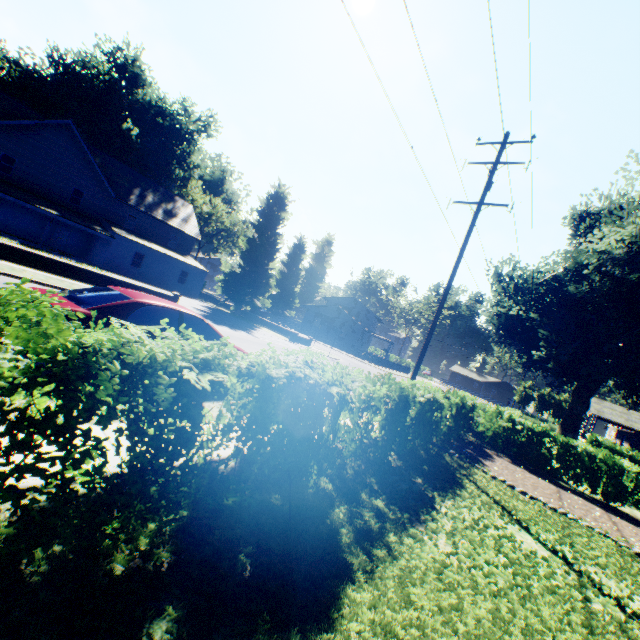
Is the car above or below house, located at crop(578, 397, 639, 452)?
below

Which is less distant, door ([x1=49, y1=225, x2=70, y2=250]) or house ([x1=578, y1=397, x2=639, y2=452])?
door ([x1=49, y1=225, x2=70, y2=250])

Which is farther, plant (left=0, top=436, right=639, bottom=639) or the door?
the door

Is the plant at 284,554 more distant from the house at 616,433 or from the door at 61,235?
the door at 61,235

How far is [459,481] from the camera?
7.7m

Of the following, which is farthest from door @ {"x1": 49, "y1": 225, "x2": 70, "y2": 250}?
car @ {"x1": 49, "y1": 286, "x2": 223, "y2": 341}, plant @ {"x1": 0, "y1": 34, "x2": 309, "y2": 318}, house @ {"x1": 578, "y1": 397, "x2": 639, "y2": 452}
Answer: house @ {"x1": 578, "y1": 397, "x2": 639, "y2": 452}

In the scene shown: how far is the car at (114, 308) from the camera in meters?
5.2

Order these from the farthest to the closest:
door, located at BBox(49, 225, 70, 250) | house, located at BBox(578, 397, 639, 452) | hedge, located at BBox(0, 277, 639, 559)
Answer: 1. house, located at BBox(578, 397, 639, 452)
2. door, located at BBox(49, 225, 70, 250)
3. hedge, located at BBox(0, 277, 639, 559)
